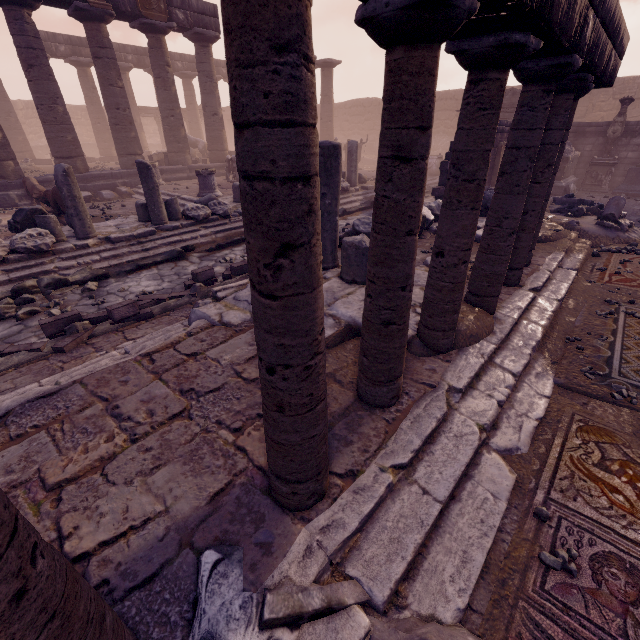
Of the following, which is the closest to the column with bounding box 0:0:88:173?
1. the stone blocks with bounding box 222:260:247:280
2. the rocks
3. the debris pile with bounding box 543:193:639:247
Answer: the rocks

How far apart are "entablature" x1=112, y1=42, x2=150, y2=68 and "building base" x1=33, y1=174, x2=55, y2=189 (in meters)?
5.29

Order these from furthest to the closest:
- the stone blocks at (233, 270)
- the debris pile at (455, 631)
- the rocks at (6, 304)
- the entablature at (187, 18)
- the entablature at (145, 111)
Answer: the entablature at (145, 111) < the entablature at (187, 18) < the stone blocks at (233, 270) < the rocks at (6, 304) < the debris pile at (455, 631)

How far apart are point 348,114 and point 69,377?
33.9m

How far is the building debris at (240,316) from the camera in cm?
392

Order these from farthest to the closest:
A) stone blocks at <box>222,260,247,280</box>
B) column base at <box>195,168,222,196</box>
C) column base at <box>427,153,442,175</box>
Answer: column base at <box>427,153,442,175</box> → column base at <box>195,168,222,196</box> → stone blocks at <box>222,260,247,280</box>

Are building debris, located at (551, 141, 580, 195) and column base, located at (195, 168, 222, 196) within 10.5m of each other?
no

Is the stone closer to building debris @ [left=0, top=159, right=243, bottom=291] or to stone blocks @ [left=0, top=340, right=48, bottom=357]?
stone blocks @ [left=0, top=340, right=48, bottom=357]
